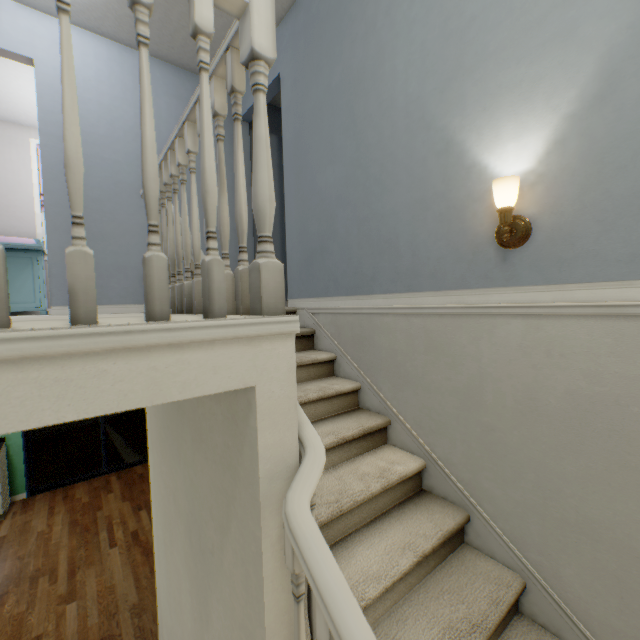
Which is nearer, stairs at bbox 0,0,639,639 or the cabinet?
stairs at bbox 0,0,639,639

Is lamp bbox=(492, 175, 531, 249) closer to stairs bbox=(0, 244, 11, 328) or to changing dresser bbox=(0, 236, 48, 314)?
stairs bbox=(0, 244, 11, 328)

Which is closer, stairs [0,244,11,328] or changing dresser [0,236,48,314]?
stairs [0,244,11,328]

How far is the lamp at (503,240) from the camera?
1.3 meters

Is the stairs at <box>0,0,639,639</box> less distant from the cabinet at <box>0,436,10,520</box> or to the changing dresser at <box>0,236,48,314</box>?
the changing dresser at <box>0,236,48,314</box>

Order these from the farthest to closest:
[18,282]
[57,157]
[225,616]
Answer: [18,282], [57,157], [225,616]

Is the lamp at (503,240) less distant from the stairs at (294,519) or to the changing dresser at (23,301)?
the stairs at (294,519)

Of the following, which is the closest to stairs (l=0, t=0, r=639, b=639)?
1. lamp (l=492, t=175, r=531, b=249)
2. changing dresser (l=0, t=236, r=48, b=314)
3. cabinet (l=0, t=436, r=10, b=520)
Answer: lamp (l=492, t=175, r=531, b=249)
